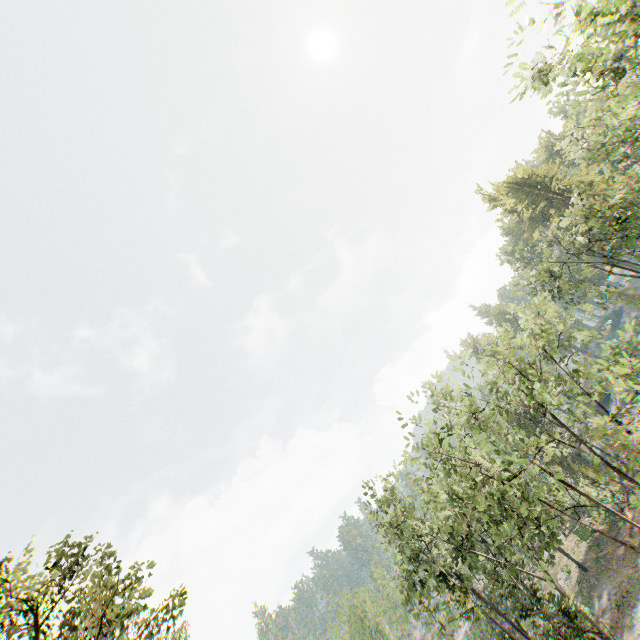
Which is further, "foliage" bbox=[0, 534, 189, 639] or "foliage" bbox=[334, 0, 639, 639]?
"foliage" bbox=[334, 0, 639, 639]

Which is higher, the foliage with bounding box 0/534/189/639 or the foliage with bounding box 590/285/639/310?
the foliage with bounding box 0/534/189/639

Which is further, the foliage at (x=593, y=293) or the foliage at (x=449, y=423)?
the foliage at (x=593, y=293)

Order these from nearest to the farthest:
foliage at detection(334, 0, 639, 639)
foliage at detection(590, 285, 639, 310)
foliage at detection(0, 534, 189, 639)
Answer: foliage at detection(0, 534, 189, 639)
foliage at detection(334, 0, 639, 639)
foliage at detection(590, 285, 639, 310)

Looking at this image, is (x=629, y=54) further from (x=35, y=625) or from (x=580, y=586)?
(x=580, y=586)

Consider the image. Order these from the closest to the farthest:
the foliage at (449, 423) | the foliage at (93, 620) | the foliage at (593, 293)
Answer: the foliage at (93, 620) → the foliage at (449, 423) → the foliage at (593, 293)
